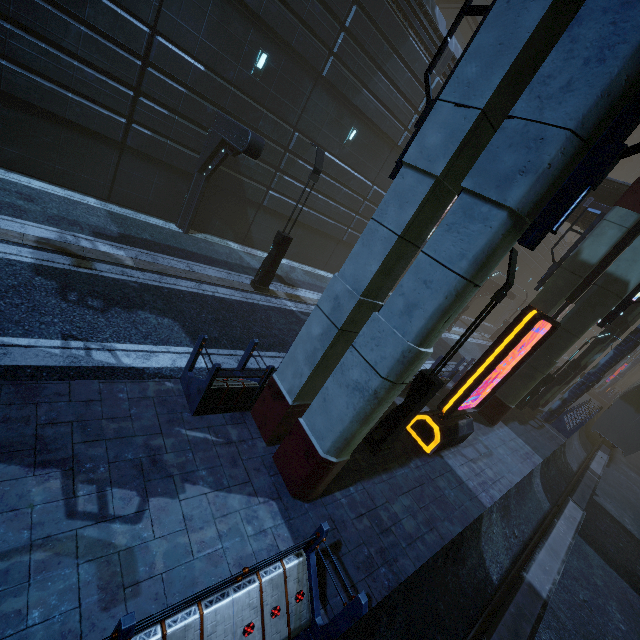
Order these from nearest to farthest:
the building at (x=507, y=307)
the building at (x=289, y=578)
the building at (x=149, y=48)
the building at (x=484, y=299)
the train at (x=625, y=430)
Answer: the building at (x=289, y=578) < the building at (x=149, y=48) < the train at (x=625, y=430) < the building at (x=484, y=299) < the building at (x=507, y=307)

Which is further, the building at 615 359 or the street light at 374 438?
the building at 615 359

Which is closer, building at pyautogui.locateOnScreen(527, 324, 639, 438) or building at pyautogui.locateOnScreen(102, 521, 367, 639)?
building at pyautogui.locateOnScreen(102, 521, 367, 639)

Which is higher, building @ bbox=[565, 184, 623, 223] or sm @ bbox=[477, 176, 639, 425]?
building @ bbox=[565, 184, 623, 223]

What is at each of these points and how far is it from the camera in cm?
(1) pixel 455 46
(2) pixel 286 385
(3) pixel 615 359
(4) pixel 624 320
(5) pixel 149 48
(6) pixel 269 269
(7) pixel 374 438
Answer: (1) building, 1691
(2) sm, 620
(3) building, 1627
(4) building, 1614
(5) building, 1074
(6) street light, 1236
(7) street light, 796

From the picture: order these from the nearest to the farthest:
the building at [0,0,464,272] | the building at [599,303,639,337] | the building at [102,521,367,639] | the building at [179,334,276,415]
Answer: the building at [102,521,367,639] → the building at [179,334,276,415] → the building at [0,0,464,272] → the building at [599,303,639,337]

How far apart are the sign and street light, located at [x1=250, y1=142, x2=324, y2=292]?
7.5m

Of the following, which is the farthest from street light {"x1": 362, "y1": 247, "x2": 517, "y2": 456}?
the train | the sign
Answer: the train
